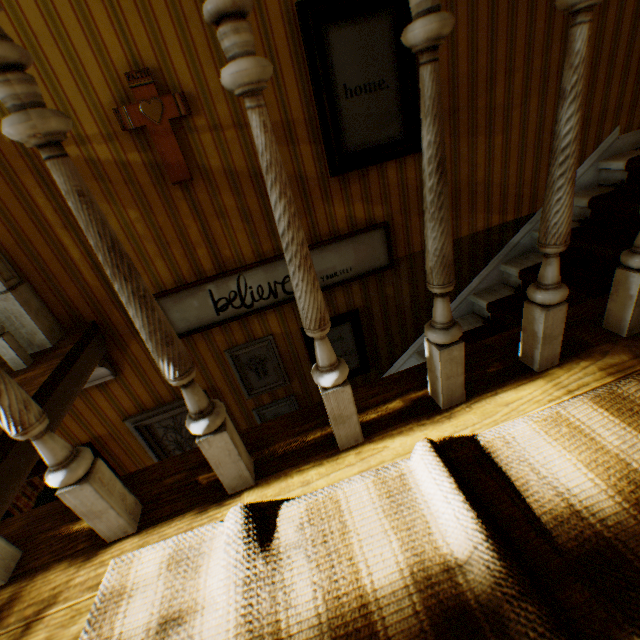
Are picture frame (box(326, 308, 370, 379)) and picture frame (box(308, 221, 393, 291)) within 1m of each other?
yes

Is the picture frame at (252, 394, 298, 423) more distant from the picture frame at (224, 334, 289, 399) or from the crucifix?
the crucifix

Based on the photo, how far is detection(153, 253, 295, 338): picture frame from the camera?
2.53m

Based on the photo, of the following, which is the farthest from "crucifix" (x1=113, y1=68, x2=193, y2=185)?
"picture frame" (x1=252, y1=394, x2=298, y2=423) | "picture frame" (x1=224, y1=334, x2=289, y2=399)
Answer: "picture frame" (x1=252, y1=394, x2=298, y2=423)

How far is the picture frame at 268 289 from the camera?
2.53m

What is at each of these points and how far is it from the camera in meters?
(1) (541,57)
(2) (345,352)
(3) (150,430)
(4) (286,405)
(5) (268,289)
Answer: (1) building, 2.5 m
(2) picture frame, 3.2 m
(3) picture frame, 3.0 m
(4) picture frame, 3.3 m
(5) picture frame, 2.7 m

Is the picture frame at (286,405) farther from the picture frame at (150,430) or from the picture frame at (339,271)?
the picture frame at (339,271)

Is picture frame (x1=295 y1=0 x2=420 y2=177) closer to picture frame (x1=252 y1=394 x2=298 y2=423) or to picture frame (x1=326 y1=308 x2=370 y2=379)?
picture frame (x1=326 y1=308 x2=370 y2=379)
